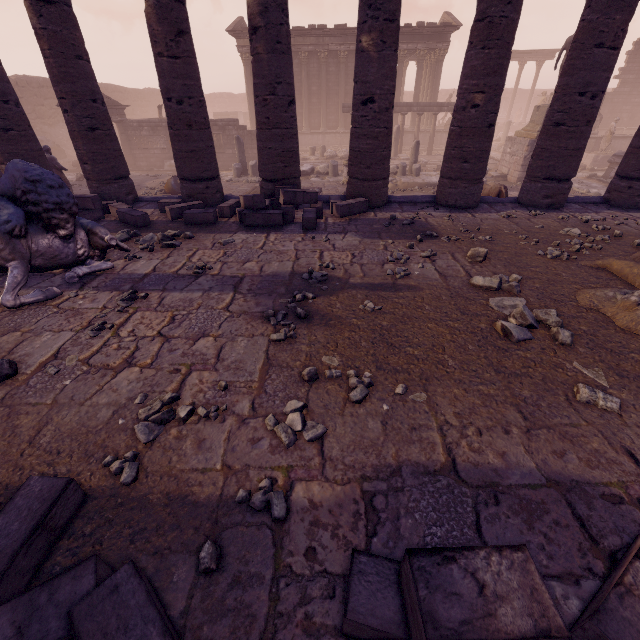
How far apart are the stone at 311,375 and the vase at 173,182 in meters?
12.4 m

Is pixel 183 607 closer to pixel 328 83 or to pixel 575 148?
pixel 575 148

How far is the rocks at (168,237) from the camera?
6.05m

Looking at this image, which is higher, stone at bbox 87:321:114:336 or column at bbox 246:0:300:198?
column at bbox 246:0:300:198

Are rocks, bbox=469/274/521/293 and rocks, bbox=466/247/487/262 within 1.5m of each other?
yes

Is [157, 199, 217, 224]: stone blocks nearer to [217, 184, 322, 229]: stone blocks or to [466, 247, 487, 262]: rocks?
[217, 184, 322, 229]: stone blocks

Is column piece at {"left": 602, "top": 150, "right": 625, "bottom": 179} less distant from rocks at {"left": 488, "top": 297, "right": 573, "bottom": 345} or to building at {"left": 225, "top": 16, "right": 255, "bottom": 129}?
building at {"left": 225, "top": 16, "right": 255, "bottom": 129}

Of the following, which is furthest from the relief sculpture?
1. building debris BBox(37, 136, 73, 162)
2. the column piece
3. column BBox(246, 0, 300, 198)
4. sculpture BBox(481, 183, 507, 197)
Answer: the column piece
